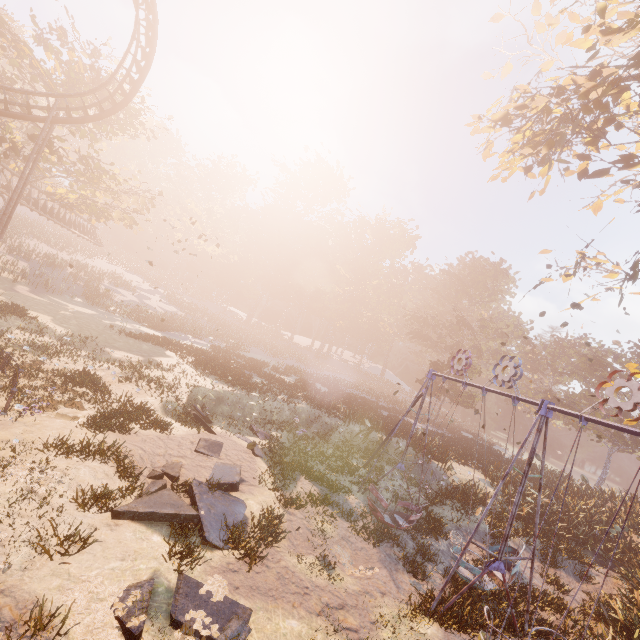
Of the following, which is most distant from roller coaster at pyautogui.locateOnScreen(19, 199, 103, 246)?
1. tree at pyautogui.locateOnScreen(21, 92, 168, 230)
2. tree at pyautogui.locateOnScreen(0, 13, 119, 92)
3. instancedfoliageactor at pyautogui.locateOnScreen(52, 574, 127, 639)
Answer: instancedfoliageactor at pyautogui.locateOnScreen(52, 574, 127, 639)

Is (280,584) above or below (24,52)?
below

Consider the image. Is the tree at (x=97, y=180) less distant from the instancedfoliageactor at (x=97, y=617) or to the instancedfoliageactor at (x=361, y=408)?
the instancedfoliageactor at (x=361, y=408)

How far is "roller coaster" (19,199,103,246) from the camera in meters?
27.8

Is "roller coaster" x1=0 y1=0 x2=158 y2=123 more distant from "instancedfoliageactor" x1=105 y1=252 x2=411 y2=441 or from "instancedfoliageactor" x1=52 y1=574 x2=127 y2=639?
"instancedfoliageactor" x1=52 y1=574 x2=127 y2=639

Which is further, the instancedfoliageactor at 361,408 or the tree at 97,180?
the tree at 97,180

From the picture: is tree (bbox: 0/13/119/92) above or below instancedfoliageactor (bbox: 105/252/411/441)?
above

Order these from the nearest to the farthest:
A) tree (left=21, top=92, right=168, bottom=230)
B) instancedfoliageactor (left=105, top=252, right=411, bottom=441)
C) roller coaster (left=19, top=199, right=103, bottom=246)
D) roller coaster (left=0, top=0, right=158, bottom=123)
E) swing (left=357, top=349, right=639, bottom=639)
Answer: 1. swing (left=357, top=349, right=639, bottom=639)
2. roller coaster (left=0, top=0, right=158, bottom=123)
3. instancedfoliageactor (left=105, top=252, right=411, bottom=441)
4. tree (left=21, top=92, right=168, bottom=230)
5. roller coaster (left=19, top=199, right=103, bottom=246)
